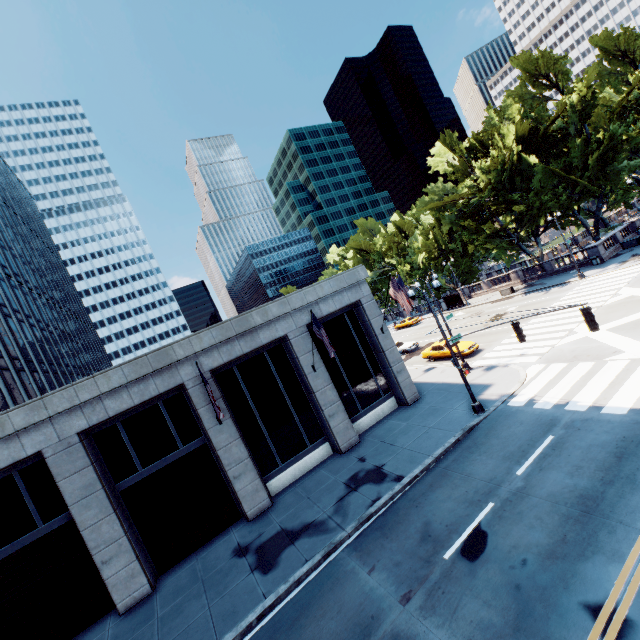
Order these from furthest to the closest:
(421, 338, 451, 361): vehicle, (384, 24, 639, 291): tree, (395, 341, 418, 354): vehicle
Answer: (395, 341, 418, 354): vehicle < (384, 24, 639, 291): tree < (421, 338, 451, 361): vehicle

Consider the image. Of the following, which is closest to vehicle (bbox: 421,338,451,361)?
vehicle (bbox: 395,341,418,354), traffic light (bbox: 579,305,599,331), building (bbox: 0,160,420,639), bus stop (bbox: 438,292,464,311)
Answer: vehicle (bbox: 395,341,418,354)

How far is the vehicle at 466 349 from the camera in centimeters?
Result: 2534cm

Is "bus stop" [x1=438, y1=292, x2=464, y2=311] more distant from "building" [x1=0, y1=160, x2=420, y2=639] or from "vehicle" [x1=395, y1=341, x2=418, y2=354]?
"building" [x1=0, y1=160, x2=420, y2=639]

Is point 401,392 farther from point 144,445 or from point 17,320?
point 17,320

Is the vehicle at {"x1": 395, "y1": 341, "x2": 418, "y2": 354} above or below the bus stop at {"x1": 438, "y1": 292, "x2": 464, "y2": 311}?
below

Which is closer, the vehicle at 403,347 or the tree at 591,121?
the tree at 591,121

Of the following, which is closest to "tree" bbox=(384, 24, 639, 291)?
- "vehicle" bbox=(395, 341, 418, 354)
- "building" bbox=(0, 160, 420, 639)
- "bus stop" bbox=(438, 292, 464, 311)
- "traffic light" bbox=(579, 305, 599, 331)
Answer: "bus stop" bbox=(438, 292, 464, 311)
